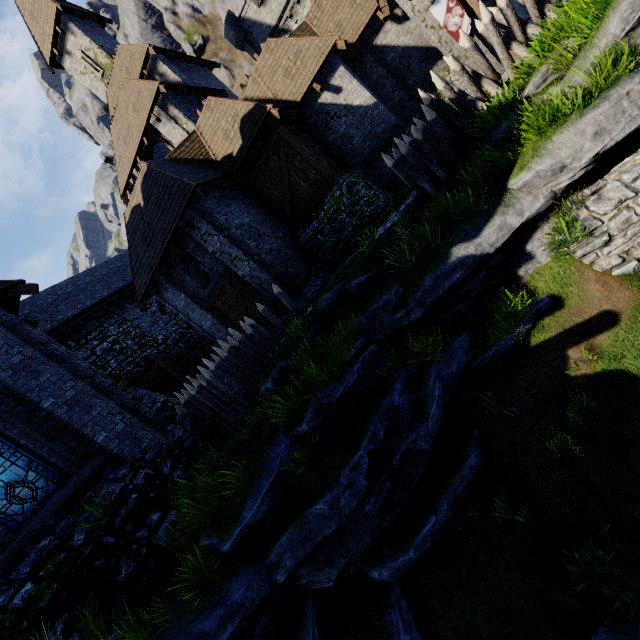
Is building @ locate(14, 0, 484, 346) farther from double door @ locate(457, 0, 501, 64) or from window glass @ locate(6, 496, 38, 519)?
window glass @ locate(6, 496, 38, 519)

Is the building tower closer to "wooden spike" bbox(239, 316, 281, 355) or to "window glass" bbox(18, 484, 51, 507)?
"wooden spike" bbox(239, 316, 281, 355)

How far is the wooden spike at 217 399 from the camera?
9.6m

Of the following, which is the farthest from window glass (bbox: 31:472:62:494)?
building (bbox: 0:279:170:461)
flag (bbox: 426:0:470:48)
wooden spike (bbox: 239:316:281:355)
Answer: flag (bbox: 426:0:470:48)

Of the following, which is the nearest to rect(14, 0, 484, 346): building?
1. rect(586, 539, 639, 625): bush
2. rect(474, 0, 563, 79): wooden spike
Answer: rect(474, 0, 563, 79): wooden spike

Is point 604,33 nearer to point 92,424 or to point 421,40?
point 421,40

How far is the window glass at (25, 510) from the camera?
6.90m

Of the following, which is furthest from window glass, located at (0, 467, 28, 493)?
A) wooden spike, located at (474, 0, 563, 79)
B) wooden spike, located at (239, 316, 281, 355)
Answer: wooden spike, located at (474, 0, 563, 79)
